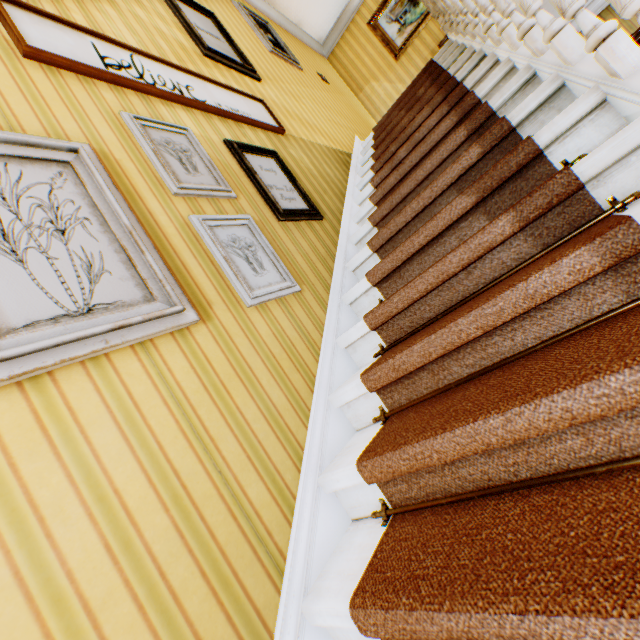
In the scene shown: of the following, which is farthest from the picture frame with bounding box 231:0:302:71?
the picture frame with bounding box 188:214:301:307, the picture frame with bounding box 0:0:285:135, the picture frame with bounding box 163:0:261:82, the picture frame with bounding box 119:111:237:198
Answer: the picture frame with bounding box 188:214:301:307

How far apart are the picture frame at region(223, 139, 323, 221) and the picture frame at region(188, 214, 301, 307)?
0.2m

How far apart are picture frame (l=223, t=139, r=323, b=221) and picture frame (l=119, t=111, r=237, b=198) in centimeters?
25cm

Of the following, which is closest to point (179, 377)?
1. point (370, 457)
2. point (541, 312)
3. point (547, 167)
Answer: point (370, 457)

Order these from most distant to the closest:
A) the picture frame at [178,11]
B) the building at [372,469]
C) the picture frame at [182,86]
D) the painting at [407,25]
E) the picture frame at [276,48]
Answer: the painting at [407,25], the picture frame at [276,48], the picture frame at [178,11], the picture frame at [182,86], the building at [372,469]

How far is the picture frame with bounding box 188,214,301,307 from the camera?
1.68m

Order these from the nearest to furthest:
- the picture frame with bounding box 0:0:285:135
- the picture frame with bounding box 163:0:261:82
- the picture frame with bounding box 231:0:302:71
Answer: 1. the picture frame with bounding box 0:0:285:135
2. the picture frame with bounding box 163:0:261:82
3. the picture frame with bounding box 231:0:302:71

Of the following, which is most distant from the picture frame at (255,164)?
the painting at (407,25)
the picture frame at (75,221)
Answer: the painting at (407,25)
